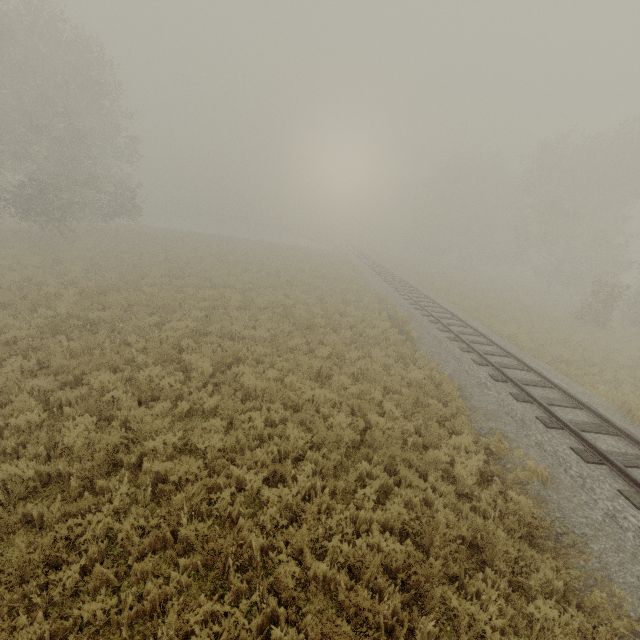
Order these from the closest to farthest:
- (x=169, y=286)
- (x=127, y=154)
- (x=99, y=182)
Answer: (x=169, y=286)
(x=99, y=182)
(x=127, y=154)
